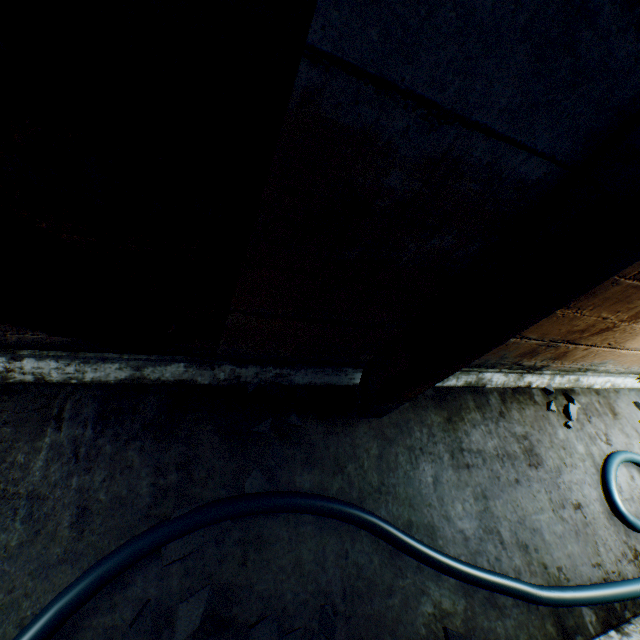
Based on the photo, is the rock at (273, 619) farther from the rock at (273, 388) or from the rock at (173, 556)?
the rock at (273, 388)

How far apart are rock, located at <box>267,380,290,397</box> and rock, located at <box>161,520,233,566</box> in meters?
0.6 m

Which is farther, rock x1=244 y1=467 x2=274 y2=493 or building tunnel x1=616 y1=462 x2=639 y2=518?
building tunnel x1=616 y1=462 x2=639 y2=518

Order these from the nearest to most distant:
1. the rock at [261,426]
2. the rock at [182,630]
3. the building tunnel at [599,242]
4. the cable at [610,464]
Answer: the building tunnel at [599,242] < the rock at [182,630] < the rock at [261,426] < the cable at [610,464]

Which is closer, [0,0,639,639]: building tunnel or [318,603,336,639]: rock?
[0,0,639,639]: building tunnel

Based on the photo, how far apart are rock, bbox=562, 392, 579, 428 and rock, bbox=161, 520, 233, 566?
2.9m

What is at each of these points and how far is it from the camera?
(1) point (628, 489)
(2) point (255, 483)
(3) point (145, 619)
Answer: (1) building tunnel, 2.7m
(2) rock, 1.6m
(3) rock, 1.2m

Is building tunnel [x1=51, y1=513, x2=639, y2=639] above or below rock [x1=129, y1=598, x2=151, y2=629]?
below
